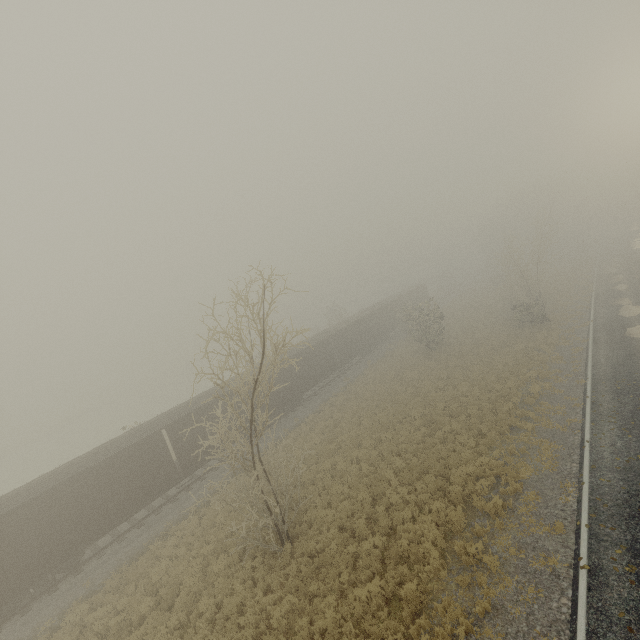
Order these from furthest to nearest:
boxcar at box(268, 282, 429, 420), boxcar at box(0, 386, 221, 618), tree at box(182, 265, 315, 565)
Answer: boxcar at box(268, 282, 429, 420)
boxcar at box(0, 386, 221, 618)
tree at box(182, 265, 315, 565)

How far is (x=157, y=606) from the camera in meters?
13.4 m

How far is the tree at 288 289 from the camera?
8.13m

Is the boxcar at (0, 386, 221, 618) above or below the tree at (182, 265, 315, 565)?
below

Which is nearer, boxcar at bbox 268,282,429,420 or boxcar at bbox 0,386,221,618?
boxcar at bbox 0,386,221,618

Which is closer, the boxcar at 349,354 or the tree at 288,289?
the tree at 288,289

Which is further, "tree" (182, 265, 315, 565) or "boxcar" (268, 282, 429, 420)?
"boxcar" (268, 282, 429, 420)
